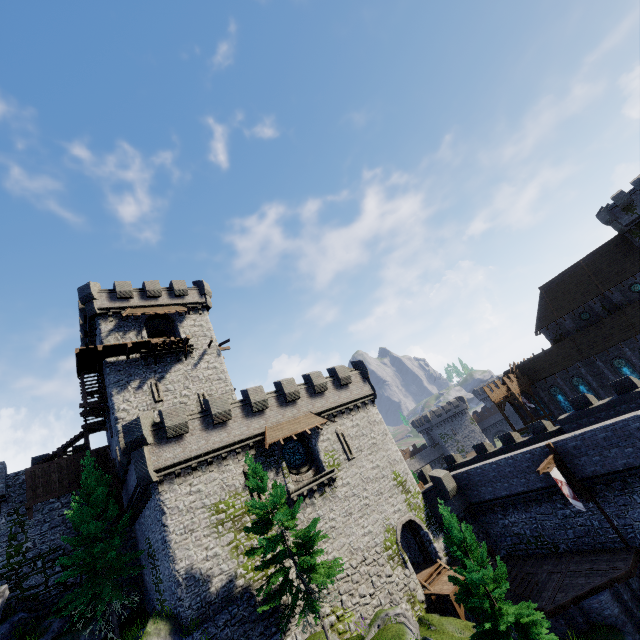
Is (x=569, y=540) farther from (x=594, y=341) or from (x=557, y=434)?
(x=594, y=341)

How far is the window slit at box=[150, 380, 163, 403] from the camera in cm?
2680

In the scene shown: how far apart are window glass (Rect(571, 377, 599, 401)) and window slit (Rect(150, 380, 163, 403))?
48.8m

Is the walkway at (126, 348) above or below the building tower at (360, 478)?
above

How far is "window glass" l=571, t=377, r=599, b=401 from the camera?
40.8m

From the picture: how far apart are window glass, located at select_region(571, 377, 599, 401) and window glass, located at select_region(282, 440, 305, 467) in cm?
3824

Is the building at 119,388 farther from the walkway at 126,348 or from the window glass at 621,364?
the window glass at 621,364

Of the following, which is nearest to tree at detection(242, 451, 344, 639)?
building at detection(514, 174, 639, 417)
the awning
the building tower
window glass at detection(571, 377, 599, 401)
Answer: the building tower
